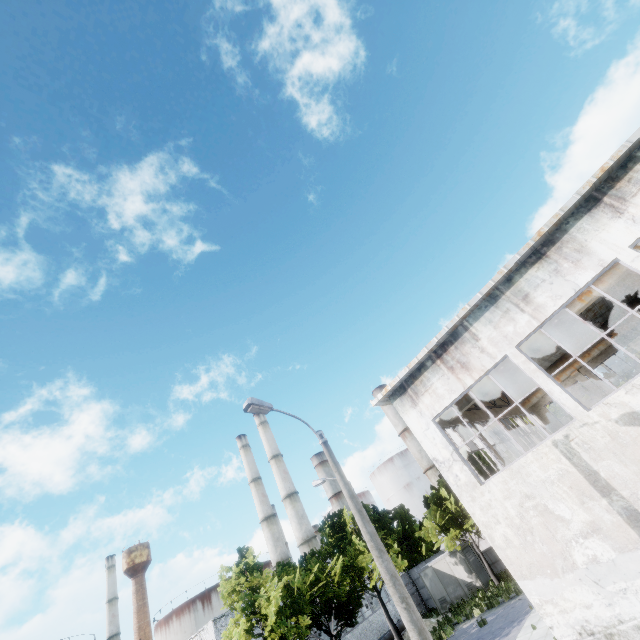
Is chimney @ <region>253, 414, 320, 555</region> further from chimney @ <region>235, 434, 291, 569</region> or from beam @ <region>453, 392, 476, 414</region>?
beam @ <region>453, 392, 476, 414</region>

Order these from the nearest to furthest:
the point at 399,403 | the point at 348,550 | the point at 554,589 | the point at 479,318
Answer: the point at 554,589
the point at 479,318
the point at 399,403
the point at 348,550

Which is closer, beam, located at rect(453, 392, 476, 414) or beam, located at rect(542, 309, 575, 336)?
beam, located at rect(542, 309, 575, 336)

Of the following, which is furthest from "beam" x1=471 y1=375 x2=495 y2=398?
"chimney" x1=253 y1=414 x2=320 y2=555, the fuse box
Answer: "chimney" x1=253 y1=414 x2=320 y2=555

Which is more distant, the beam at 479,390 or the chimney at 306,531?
the chimney at 306,531

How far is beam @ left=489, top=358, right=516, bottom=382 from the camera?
13.4 meters

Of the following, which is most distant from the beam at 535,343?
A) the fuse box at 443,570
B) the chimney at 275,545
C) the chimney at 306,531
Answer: the chimney at 275,545
